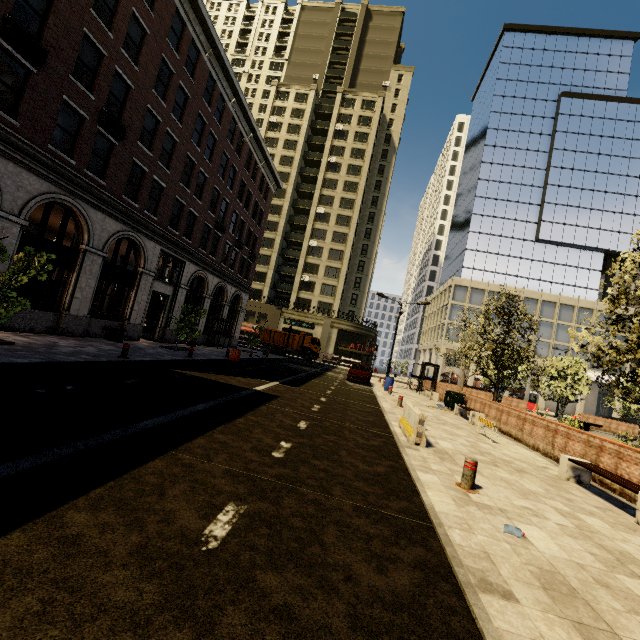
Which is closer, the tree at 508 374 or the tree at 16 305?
the tree at 16 305

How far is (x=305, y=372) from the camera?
24.4 meters

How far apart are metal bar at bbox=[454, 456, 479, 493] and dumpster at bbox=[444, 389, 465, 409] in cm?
1385

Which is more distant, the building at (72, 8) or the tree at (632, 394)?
the building at (72, 8)

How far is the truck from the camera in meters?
41.0

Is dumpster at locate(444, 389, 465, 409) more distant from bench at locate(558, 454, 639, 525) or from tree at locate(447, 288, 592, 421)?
bench at locate(558, 454, 639, 525)

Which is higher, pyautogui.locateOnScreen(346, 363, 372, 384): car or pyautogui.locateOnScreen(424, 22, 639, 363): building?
pyautogui.locateOnScreen(424, 22, 639, 363): building

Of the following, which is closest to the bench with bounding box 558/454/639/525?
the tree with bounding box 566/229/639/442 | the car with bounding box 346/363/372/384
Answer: the tree with bounding box 566/229/639/442
